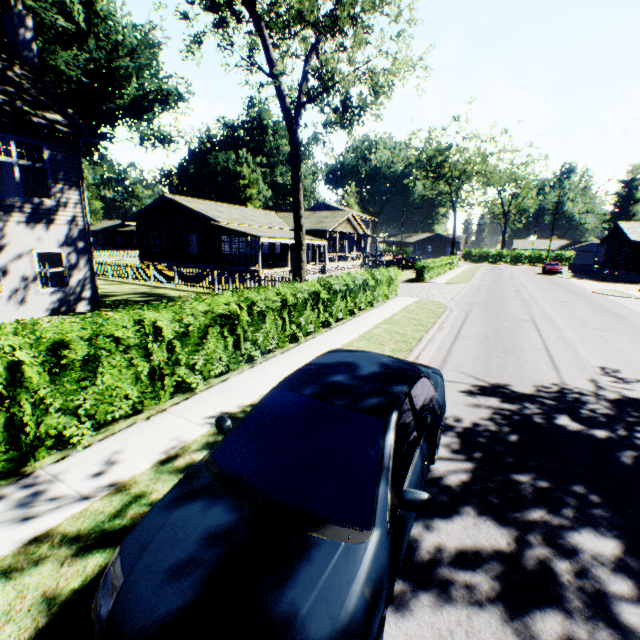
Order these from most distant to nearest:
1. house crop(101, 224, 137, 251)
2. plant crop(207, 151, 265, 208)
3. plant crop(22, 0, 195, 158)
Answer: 1. house crop(101, 224, 137, 251)
2. plant crop(207, 151, 265, 208)
3. plant crop(22, 0, 195, 158)

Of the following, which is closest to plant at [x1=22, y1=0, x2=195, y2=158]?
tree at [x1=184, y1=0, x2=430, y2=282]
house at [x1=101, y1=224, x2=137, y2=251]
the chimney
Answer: house at [x1=101, y1=224, x2=137, y2=251]

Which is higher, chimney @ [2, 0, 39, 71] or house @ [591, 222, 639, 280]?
chimney @ [2, 0, 39, 71]

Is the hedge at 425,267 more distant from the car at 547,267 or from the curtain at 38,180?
the curtain at 38,180

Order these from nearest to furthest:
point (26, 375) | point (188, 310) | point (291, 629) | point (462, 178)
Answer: point (291, 629) < point (26, 375) < point (188, 310) < point (462, 178)

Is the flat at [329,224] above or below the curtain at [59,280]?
above

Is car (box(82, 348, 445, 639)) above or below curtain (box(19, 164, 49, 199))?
below

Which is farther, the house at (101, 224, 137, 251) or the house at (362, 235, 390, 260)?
the house at (101, 224, 137, 251)
